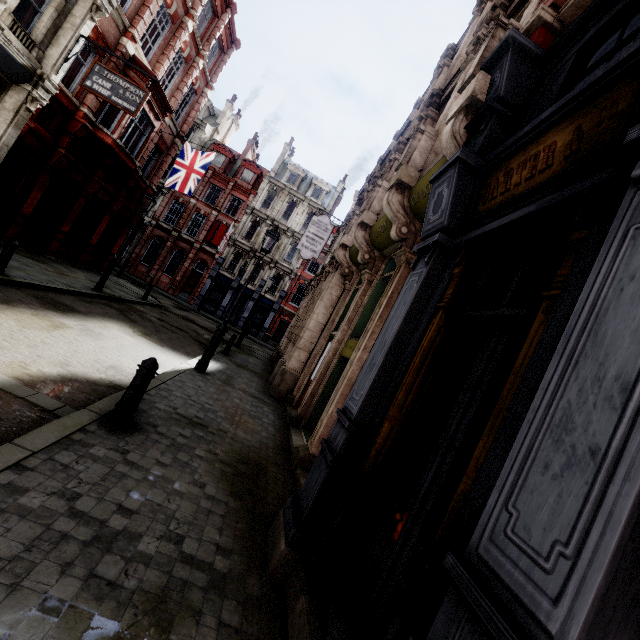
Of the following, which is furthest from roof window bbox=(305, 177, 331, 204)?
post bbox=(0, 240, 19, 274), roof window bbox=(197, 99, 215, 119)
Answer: post bbox=(0, 240, 19, 274)

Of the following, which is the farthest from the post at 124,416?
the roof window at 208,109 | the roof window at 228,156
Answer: the roof window at 208,109

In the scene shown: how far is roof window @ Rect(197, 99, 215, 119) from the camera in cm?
3581

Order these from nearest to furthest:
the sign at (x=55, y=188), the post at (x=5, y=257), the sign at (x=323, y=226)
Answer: the post at (x=5, y=257) → the sign at (x=55, y=188) → the sign at (x=323, y=226)

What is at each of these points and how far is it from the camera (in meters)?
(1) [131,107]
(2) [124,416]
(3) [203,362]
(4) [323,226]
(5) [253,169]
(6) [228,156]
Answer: (1) sign, 11.45
(2) post, 4.29
(3) street light, 9.20
(4) sign, 16.30
(5) roof window, 36.06
(6) roof window, 35.69

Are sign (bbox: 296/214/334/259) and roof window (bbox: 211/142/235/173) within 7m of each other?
no

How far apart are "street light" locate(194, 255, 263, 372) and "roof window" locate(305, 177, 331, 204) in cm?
2934

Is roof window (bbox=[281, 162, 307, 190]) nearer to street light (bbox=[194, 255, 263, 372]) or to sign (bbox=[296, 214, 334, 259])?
sign (bbox=[296, 214, 334, 259])
